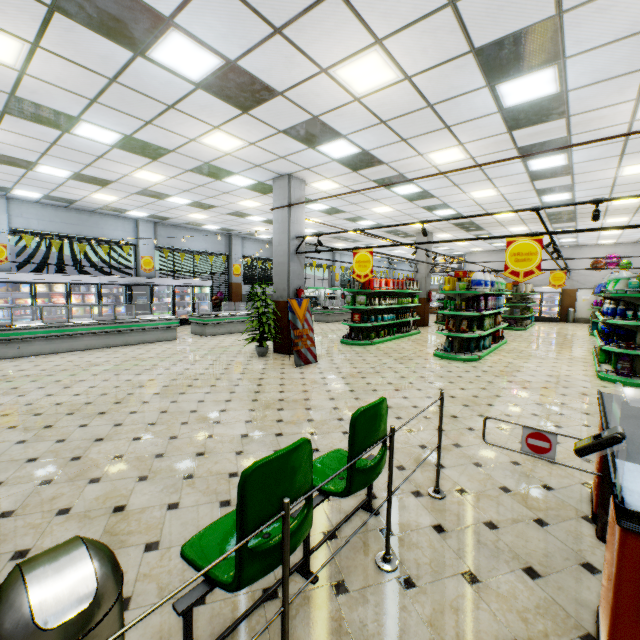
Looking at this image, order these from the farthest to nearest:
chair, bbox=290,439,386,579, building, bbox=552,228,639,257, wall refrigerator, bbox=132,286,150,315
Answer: building, bbox=552,228,639,257 < wall refrigerator, bbox=132,286,150,315 < chair, bbox=290,439,386,579

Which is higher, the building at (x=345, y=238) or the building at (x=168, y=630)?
the building at (x=345, y=238)

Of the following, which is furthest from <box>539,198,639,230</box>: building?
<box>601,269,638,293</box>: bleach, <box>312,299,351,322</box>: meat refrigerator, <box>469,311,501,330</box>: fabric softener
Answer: <box>601,269,638,293</box>: bleach

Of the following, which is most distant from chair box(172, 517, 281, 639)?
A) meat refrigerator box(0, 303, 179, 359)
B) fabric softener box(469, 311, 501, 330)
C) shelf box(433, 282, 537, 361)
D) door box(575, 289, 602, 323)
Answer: door box(575, 289, 602, 323)

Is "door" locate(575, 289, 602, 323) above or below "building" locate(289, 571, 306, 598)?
above

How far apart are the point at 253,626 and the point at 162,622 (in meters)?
0.52

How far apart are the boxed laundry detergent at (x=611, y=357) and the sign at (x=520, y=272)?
4.44m

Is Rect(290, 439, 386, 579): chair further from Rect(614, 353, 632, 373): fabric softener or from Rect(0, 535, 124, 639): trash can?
Rect(614, 353, 632, 373): fabric softener
